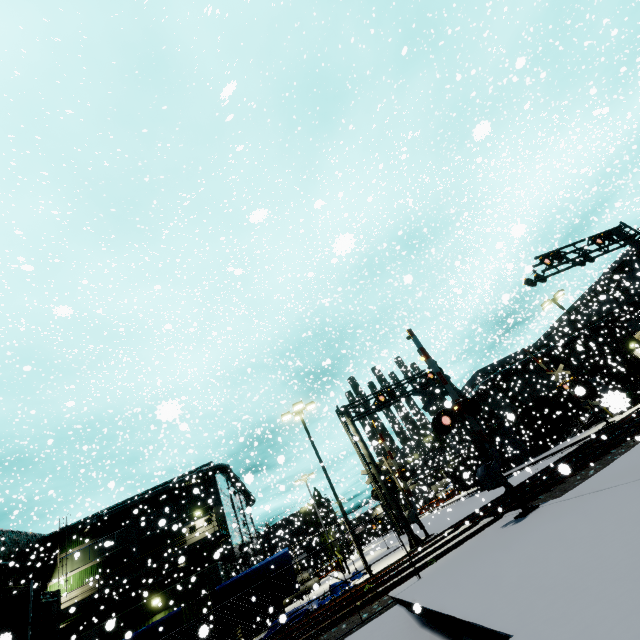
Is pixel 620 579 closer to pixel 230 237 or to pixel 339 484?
pixel 230 237

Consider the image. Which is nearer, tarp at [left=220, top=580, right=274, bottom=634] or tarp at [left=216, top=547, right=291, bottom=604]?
tarp at [left=220, top=580, right=274, bottom=634]

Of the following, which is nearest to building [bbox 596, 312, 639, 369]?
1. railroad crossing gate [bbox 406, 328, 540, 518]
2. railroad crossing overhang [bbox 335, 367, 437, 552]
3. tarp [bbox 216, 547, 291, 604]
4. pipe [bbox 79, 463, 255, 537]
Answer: pipe [bbox 79, 463, 255, 537]

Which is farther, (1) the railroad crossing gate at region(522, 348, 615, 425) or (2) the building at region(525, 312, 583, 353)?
(2) the building at region(525, 312, 583, 353)

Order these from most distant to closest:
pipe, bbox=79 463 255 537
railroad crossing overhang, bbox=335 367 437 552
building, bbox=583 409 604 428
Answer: building, bbox=583 409 604 428, pipe, bbox=79 463 255 537, railroad crossing overhang, bbox=335 367 437 552

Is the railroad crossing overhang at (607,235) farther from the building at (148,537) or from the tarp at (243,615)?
the tarp at (243,615)

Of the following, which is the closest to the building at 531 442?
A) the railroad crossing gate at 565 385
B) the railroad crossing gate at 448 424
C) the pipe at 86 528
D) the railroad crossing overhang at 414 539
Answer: the pipe at 86 528

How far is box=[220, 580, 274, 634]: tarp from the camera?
15.7m
